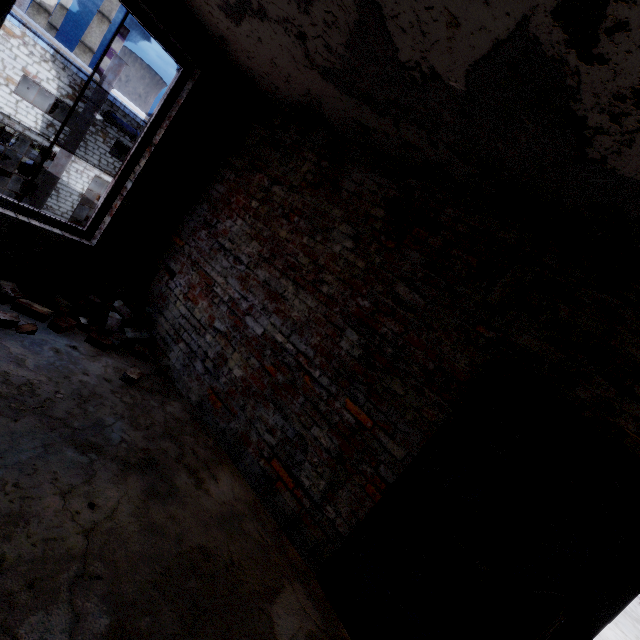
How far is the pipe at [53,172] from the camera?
17.05m

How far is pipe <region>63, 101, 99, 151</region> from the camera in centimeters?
1670cm

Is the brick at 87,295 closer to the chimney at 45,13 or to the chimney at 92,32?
the chimney at 45,13

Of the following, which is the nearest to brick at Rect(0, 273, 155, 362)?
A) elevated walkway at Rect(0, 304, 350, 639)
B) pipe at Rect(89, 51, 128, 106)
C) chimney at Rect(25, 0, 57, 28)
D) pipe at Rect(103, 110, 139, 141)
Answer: elevated walkway at Rect(0, 304, 350, 639)

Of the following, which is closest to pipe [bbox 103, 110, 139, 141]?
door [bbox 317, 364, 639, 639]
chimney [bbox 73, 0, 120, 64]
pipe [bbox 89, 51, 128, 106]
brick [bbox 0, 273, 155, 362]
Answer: pipe [bbox 89, 51, 128, 106]

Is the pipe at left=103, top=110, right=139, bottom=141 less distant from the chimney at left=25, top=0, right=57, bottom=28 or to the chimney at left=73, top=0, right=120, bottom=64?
the chimney at left=25, top=0, right=57, bottom=28

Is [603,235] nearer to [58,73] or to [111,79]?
[111,79]

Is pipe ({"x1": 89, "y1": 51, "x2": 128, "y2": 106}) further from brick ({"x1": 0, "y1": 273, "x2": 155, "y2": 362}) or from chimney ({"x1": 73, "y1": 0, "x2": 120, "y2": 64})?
chimney ({"x1": 73, "y1": 0, "x2": 120, "y2": 64})
